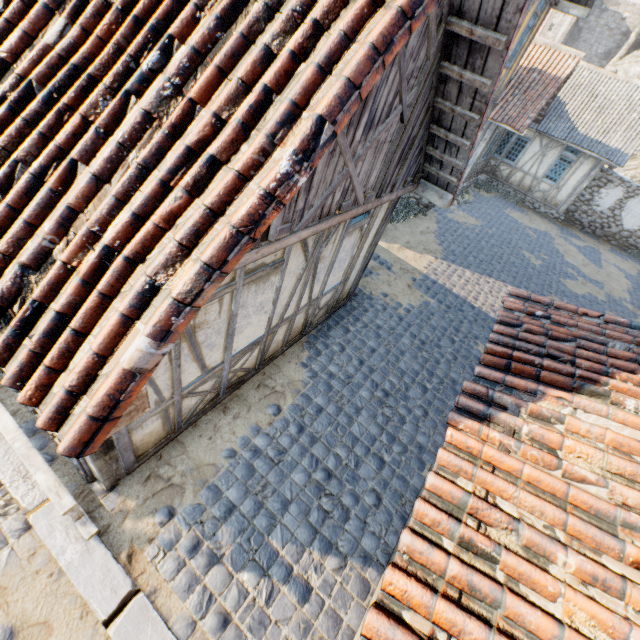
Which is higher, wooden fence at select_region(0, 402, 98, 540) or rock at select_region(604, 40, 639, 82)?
rock at select_region(604, 40, 639, 82)

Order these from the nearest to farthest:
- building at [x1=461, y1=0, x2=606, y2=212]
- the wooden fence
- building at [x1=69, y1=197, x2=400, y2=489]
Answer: the wooden fence
building at [x1=69, y1=197, x2=400, y2=489]
building at [x1=461, y1=0, x2=606, y2=212]

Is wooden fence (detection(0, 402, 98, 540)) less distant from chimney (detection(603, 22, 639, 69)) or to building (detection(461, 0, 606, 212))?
building (detection(461, 0, 606, 212))

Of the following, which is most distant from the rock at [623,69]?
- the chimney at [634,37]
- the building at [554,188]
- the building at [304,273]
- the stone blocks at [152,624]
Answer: the building at [304,273]

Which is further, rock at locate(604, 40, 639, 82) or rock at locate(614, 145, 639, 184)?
rock at locate(604, 40, 639, 82)

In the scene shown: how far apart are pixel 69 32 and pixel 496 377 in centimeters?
382cm

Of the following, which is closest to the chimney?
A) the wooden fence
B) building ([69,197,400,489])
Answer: building ([69,197,400,489])

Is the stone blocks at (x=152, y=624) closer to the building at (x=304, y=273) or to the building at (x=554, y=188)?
the building at (x=304, y=273)
